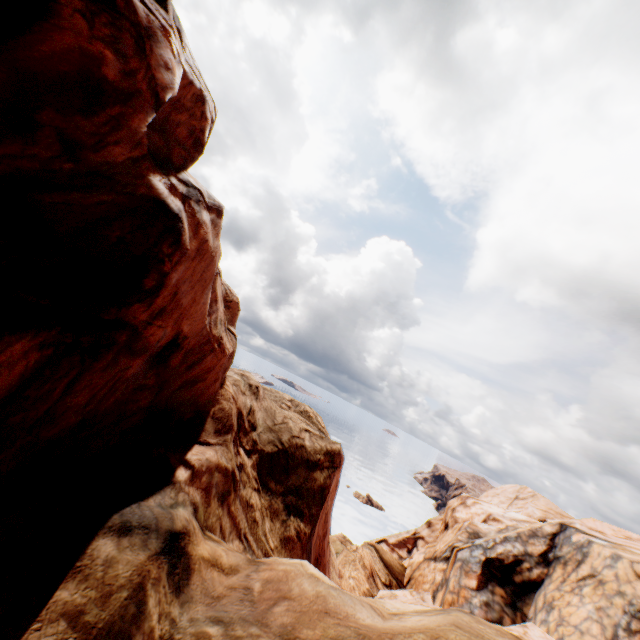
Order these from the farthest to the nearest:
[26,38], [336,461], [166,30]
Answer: [336,461]
[166,30]
[26,38]
